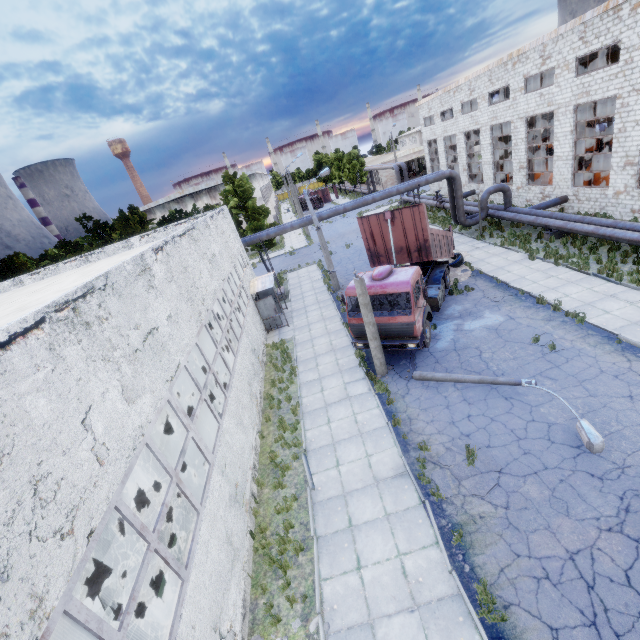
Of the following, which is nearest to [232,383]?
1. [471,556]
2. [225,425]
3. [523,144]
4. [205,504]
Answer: [225,425]

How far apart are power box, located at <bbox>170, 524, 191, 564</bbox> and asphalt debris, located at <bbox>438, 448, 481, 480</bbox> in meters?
5.6

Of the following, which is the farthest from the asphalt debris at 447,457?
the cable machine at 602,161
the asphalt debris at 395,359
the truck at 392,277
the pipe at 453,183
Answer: the cable machine at 602,161

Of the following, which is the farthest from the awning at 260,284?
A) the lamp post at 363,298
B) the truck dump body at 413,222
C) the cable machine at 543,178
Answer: the cable machine at 543,178

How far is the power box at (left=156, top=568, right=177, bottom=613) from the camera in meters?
5.9 m

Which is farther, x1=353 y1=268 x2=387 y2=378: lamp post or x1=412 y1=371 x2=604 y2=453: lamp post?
x1=353 y1=268 x2=387 y2=378: lamp post

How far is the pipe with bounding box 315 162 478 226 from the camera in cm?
2333

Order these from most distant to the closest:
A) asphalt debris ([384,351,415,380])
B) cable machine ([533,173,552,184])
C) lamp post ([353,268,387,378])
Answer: cable machine ([533,173,552,184]) < asphalt debris ([384,351,415,380]) < lamp post ([353,268,387,378])
